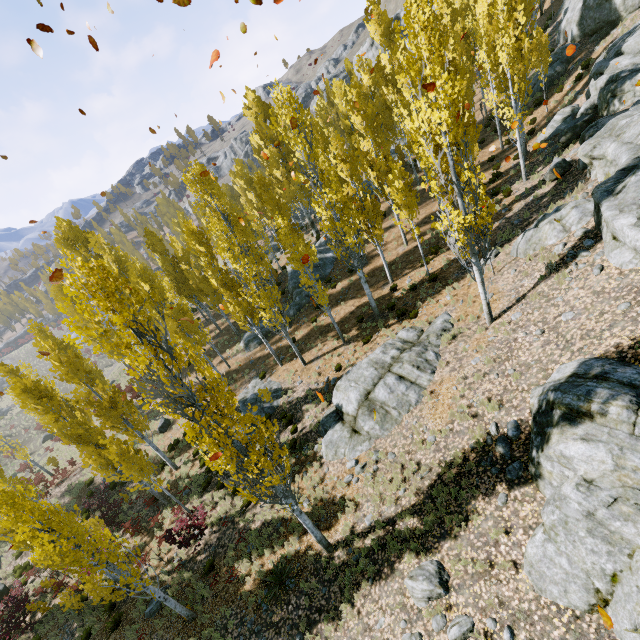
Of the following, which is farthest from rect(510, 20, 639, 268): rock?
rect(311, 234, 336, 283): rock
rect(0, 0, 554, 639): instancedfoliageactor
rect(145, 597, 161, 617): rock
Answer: rect(311, 234, 336, 283): rock

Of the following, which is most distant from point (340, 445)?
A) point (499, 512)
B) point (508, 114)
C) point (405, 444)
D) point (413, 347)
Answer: point (508, 114)

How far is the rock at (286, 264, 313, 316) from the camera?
25.8 meters

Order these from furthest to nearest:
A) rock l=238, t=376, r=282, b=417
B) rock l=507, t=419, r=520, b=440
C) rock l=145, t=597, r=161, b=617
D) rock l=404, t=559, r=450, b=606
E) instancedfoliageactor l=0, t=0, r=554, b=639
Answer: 1. rock l=238, t=376, r=282, b=417
2. rock l=145, t=597, r=161, b=617
3. rock l=507, t=419, r=520, b=440
4. instancedfoliageactor l=0, t=0, r=554, b=639
5. rock l=404, t=559, r=450, b=606

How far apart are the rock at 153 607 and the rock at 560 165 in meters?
26.9

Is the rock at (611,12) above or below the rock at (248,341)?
above

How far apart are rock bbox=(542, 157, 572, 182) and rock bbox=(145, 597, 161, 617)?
26.9m

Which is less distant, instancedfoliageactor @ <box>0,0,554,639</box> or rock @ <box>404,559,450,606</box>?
rock @ <box>404,559,450,606</box>
